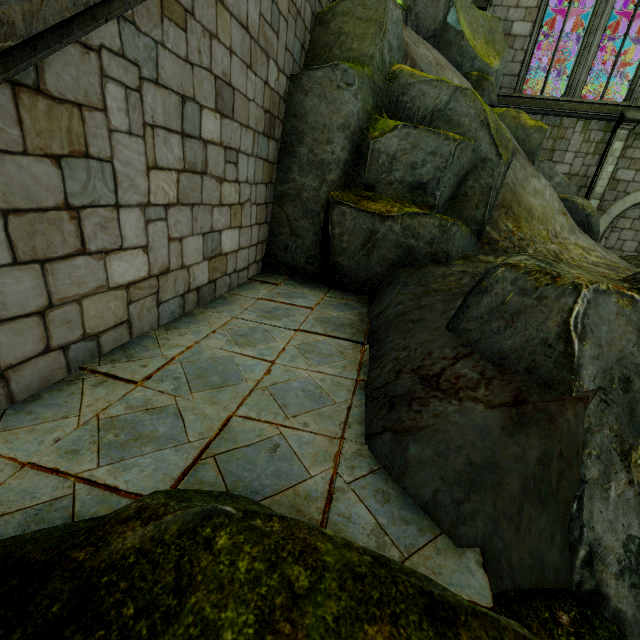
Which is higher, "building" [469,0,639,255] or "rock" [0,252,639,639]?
"building" [469,0,639,255]

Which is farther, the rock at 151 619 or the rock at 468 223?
the rock at 468 223

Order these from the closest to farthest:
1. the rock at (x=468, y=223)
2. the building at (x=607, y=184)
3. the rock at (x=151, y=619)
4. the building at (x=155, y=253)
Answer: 1. the rock at (x=151, y=619)
2. the building at (x=155, y=253)
3. the rock at (x=468, y=223)
4. the building at (x=607, y=184)

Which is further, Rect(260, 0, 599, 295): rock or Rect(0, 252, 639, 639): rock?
Rect(260, 0, 599, 295): rock

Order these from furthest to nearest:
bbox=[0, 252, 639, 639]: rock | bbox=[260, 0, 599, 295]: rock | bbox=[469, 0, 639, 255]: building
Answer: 1. bbox=[469, 0, 639, 255]: building
2. bbox=[260, 0, 599, 295]: rock
3. bbox=[0, 252, 639, 639]: rock

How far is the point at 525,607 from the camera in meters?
1.5

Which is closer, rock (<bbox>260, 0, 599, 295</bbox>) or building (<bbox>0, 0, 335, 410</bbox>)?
building (<bbox>0, 0, 335, 410</bbox>)
